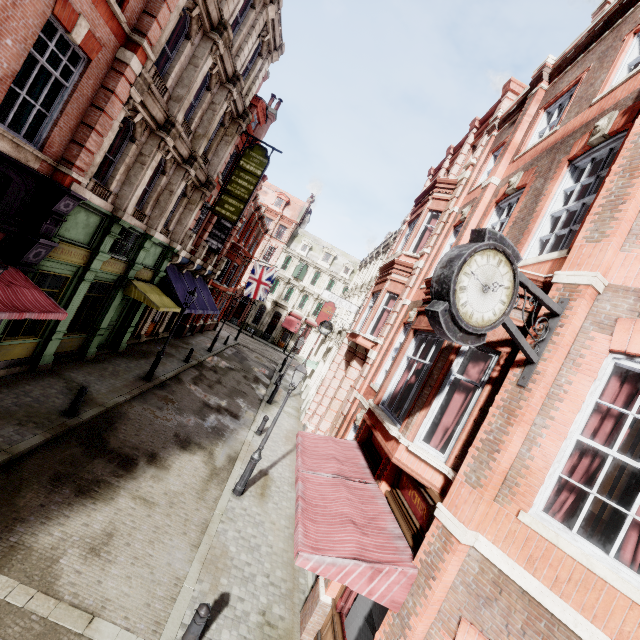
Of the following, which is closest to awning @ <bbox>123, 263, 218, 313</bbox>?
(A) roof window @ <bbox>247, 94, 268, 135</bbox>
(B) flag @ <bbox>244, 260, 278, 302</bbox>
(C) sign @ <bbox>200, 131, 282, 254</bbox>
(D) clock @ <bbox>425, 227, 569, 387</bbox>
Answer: (C) sign @ <bbox>200, 131, 282, 254</bbox>

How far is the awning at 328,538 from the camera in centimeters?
465cm

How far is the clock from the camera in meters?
3.7 m

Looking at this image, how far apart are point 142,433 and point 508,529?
11.1 meters

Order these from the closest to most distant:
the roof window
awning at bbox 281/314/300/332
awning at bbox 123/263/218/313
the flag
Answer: awning at bbox 123/263/218/313, the roof window, the flag, awning at bbox 281/314/300/332

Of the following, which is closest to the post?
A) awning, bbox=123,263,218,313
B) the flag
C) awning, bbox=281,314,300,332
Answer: awning, bbox=123,263,218,313

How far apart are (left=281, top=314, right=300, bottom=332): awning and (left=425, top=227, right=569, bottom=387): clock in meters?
42.3 m

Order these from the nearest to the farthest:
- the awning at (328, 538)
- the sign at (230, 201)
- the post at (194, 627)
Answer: the awning at (328, 538) → the post at (194, 627) → the sign at (230, 201)
